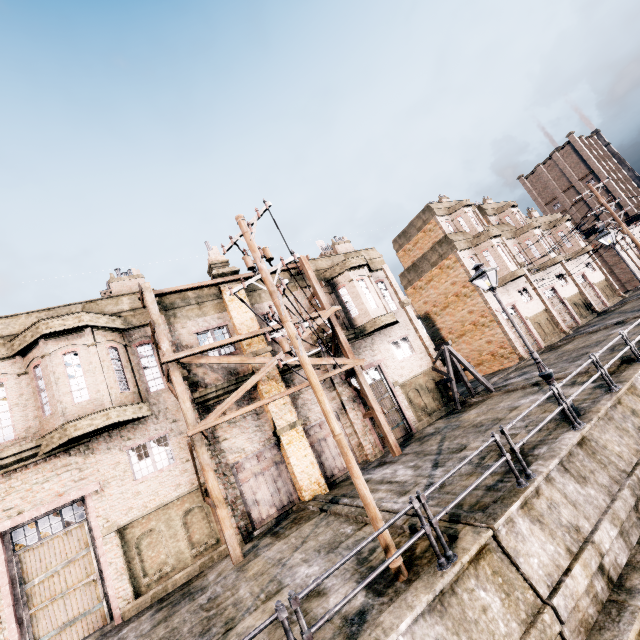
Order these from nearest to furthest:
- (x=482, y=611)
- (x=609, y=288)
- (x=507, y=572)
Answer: (x=482, y=611)
(x=507, y=572)
(x=609, y=288)

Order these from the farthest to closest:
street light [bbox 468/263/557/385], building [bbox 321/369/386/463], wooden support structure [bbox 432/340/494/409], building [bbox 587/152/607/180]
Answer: building [bbox 587/152/607/180], wooden support structure [bbox 432/340/494/409], building [bbox 321/369/386/463], street light [bbox 468/263/557/385]

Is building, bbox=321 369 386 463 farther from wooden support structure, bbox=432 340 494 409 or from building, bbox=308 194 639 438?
building, bbox=308 194 639 438

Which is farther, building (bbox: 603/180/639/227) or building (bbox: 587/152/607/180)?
building (bbox: 587/152/607/180)

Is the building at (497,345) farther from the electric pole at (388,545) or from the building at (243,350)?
the electric pole at (388,545)

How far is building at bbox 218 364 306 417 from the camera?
15.9 meters

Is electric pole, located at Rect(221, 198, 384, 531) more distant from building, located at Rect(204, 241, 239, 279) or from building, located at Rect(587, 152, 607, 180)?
building, located at Rect(587, 152, 607, 180)

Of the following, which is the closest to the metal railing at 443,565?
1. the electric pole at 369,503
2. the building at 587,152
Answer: the electric pole at 369,503
